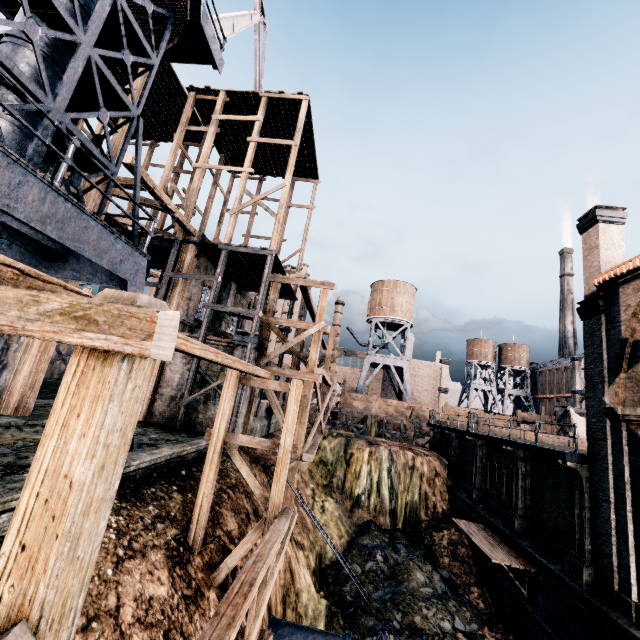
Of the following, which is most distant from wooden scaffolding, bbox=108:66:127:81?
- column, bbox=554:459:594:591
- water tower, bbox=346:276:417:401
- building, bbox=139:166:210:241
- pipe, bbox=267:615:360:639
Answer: water tower, bbox=346:276:417:401

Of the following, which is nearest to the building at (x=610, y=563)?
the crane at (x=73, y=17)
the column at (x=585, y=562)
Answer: the column at (x=585, y=562)

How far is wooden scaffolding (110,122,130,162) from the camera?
18.0 meters

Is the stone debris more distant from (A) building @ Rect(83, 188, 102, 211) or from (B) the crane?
(B) the crane

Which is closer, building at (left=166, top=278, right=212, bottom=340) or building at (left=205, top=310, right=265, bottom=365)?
building at (left=205, top=310, right=265, bottom=365)

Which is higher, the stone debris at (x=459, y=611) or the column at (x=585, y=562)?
the column at (x=585, y=562)

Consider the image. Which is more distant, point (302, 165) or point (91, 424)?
point (302, 165)

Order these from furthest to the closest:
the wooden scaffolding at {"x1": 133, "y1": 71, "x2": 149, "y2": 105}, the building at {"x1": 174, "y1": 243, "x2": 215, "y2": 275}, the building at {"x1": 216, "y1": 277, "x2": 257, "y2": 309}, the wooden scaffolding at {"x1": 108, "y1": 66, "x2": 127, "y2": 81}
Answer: the building at {"x1": 216, "y1": 277, "x2": 257, "y2": 309} → the wooden scaffolding at {"x1": 108, "y1": 66, "x2": 127, "y2": 81} → the building at {"x1": 174, "y1": 243, "x2": 215, "y2": 275} → the wooden scaffolding at {"x1": 133, "y1": 71, "x2": 149, "y2": 105}
